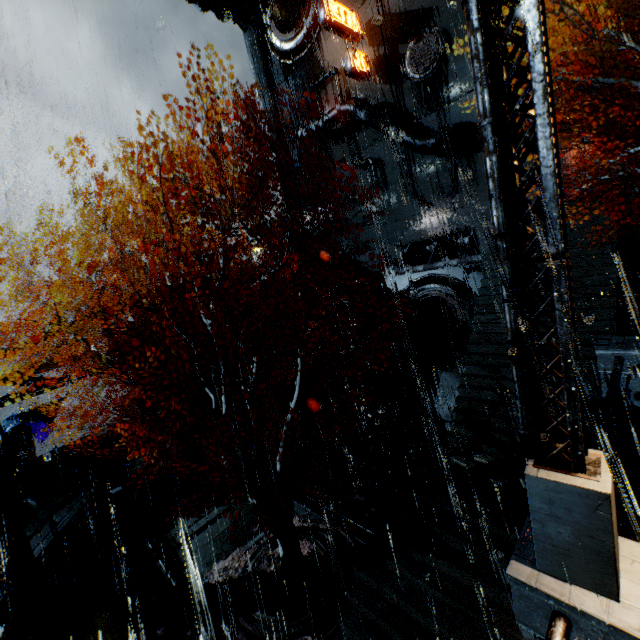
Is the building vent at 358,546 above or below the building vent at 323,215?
below

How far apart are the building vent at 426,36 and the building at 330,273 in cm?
1335

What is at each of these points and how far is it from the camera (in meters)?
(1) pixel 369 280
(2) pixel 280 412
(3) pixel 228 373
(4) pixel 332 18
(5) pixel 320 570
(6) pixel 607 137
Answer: (1) stairs, 22.70
(2) stairs, 18.64
(3) tree, 9.59
(4) sign, 21.94
(5) leaves, 10.17
(6) building, 14.02

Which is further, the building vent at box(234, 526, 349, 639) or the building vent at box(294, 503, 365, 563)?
the building vent at box(294, 503, 365, 563)

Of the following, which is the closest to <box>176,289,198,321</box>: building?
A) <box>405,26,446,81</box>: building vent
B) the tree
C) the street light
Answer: <box>405,26,446,81</box>: building vent

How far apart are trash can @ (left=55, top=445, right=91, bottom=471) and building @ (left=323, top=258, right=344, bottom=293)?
17.11m

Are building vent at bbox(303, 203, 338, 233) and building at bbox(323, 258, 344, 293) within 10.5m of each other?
yes

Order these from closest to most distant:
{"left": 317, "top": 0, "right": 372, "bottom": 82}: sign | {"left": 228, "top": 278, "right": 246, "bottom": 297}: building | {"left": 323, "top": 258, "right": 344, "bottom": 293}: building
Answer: {"left": 228, "top": 278, "right": 246, "bottom": 297}: building < {"left": 317, "top": 0, "right": 372, "bottom": 82}: sign < {"left": 323, "top": 258, "right": 344, "bottom": 293}: building
